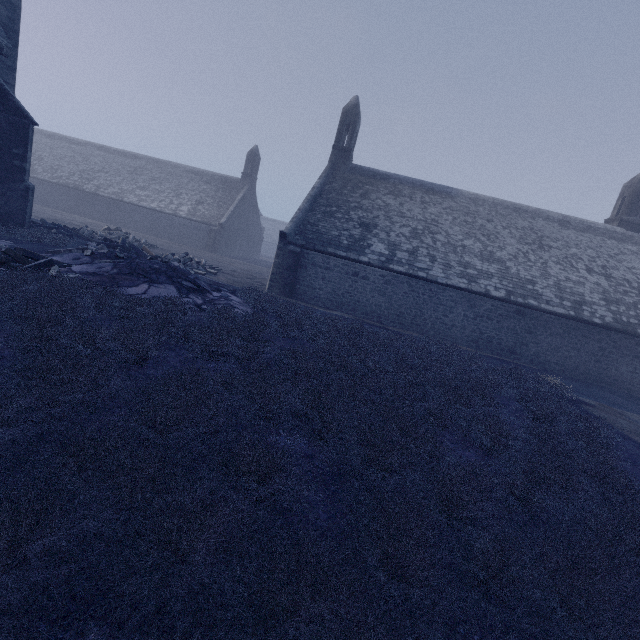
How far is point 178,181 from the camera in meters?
37.6

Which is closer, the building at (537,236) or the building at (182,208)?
the building at (182,208)

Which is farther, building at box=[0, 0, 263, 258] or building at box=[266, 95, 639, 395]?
building at box=[266, 95, 639, 395]
